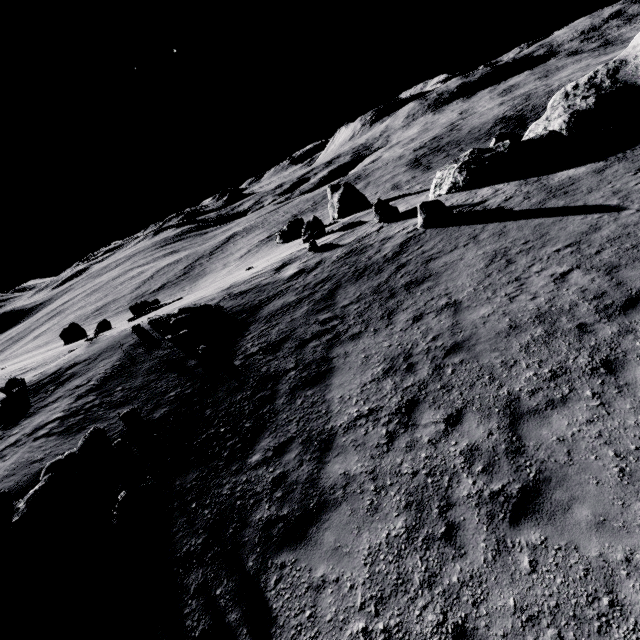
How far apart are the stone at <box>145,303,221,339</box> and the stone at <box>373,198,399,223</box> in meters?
11.3

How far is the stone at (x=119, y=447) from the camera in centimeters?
880cm

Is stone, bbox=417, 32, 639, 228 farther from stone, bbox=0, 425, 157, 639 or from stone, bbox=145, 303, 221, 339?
stone, bbox=0, 425, 157, 639

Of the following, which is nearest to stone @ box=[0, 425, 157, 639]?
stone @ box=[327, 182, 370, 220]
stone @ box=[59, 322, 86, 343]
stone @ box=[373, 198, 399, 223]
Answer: stone @ box=[373, 198, 399, 223]

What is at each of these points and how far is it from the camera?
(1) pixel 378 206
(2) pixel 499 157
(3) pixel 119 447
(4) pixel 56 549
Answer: (1) stone, 21.1 meters
(2) stone, 20.8 meters
(3) stone, 9.0 meters
(4) stone, 6.9 meters

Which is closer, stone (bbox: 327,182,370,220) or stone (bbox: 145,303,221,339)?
stone (bbox: 145,303,221,339)

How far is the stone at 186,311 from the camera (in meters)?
14.71

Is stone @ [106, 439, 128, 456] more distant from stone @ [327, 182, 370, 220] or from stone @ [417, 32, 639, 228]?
stone @ [327, 182, 370, 220]
